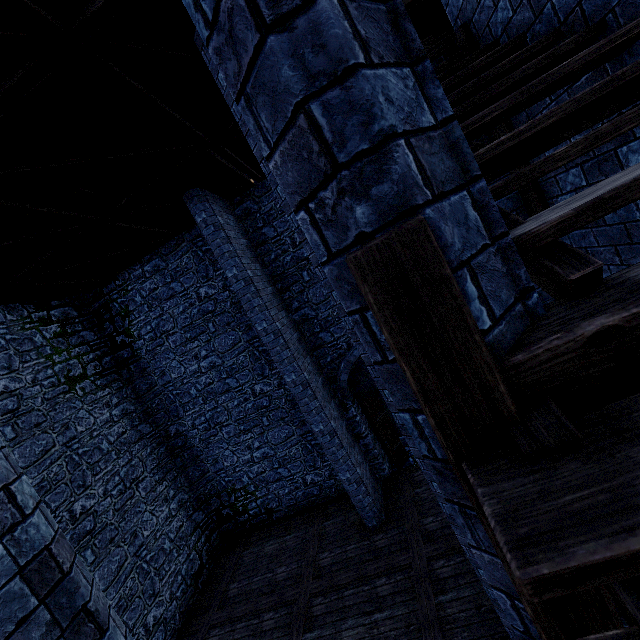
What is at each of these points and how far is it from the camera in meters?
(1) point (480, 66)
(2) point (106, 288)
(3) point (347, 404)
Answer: (1) stairs, 2.6 m
(2) building tower, 10.5 m
(3) building tower, 9.8 m

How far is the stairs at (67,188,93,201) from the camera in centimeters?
567cm

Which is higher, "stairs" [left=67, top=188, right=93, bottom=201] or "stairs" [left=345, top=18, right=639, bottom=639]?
"stairs" [left=67, top=188, right=93, bottom=201]

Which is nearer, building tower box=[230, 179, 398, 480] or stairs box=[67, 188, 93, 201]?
stairs box=[67, 188, 93, 201]

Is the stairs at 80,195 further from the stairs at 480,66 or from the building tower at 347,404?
the stairs at 480,66

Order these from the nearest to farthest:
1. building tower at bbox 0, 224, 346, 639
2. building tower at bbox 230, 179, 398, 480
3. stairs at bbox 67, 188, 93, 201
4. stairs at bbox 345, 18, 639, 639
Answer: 1. stairs at bbox 345, 18, 639, 639
2. stairs at bbox 67, 188, 93, 201
3. building tower at bbox 0, 224, 346, 639
4. building tower at bbox 230, 179, 398, 480

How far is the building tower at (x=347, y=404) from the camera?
9.3m

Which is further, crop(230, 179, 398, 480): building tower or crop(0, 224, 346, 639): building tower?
crop(230, 179, 398, 480): building tower
